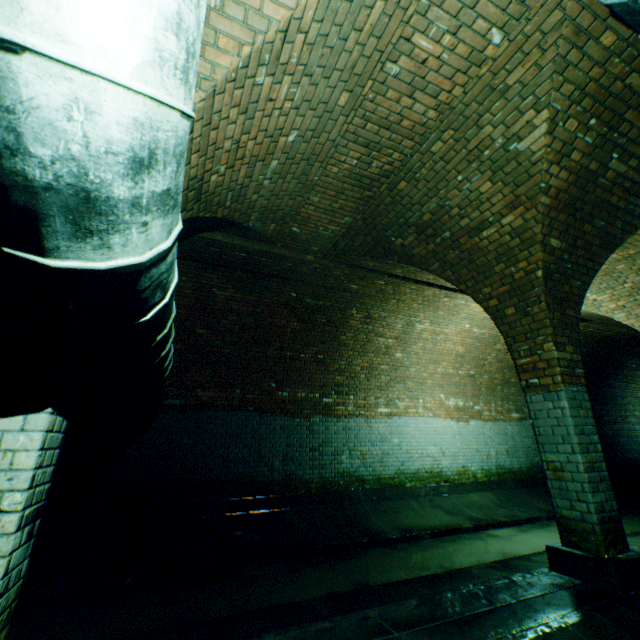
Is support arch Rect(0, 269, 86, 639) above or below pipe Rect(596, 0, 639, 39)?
below

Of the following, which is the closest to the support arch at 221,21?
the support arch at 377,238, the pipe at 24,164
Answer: the pipe at 24,164

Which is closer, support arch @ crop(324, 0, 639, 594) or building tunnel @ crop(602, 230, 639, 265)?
support arch @ crop(324, 0, 639, 594)

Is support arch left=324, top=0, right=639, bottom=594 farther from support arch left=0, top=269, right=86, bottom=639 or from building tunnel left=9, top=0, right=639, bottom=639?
support arch left=0, top=269, right=86, bottom=639

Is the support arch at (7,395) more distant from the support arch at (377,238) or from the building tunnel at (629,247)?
the support arch at (377,238)

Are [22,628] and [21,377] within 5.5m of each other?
yes

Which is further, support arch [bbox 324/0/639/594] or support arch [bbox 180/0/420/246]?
support arch [bbox 324/0/639/594]
